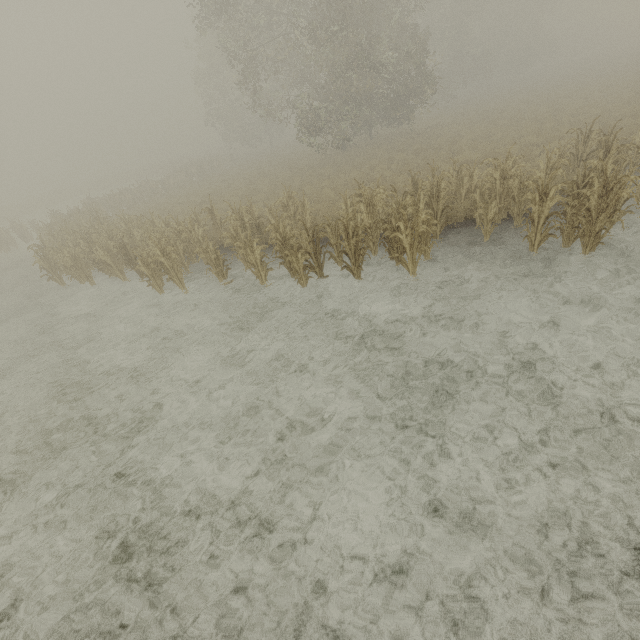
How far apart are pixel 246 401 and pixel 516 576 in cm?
Result: 466
